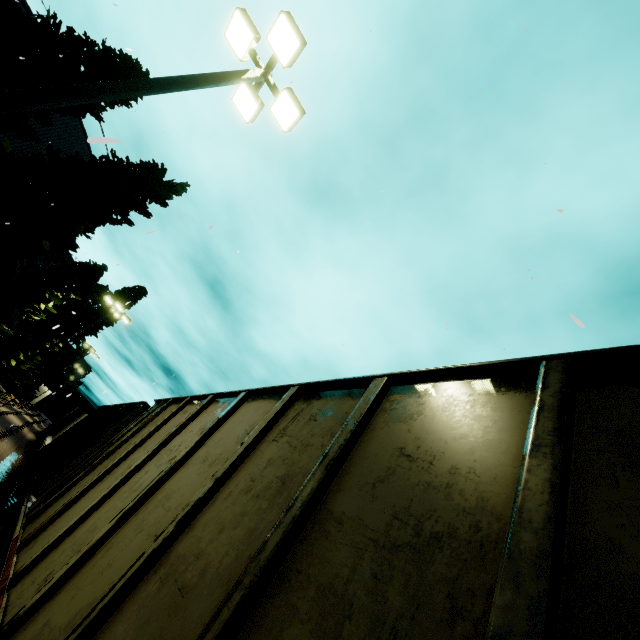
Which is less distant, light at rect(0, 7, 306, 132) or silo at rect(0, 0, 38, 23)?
light at rect(0, 7, 306, 132)

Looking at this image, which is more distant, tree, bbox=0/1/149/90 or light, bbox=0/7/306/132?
tree, bbox=0/1/149/90

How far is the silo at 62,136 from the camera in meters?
18.1

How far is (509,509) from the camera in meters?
1.2 m

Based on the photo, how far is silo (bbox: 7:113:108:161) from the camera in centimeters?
Answer: 1809cm

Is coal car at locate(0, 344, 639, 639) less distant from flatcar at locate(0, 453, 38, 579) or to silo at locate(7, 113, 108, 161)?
flatcar at locate(0, 453, 38, 579)

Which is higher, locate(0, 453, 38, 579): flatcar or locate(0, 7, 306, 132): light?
locate(0, 7, 306, 132): light

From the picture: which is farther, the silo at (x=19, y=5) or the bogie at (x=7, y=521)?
the silo at (x=19, y=5)
